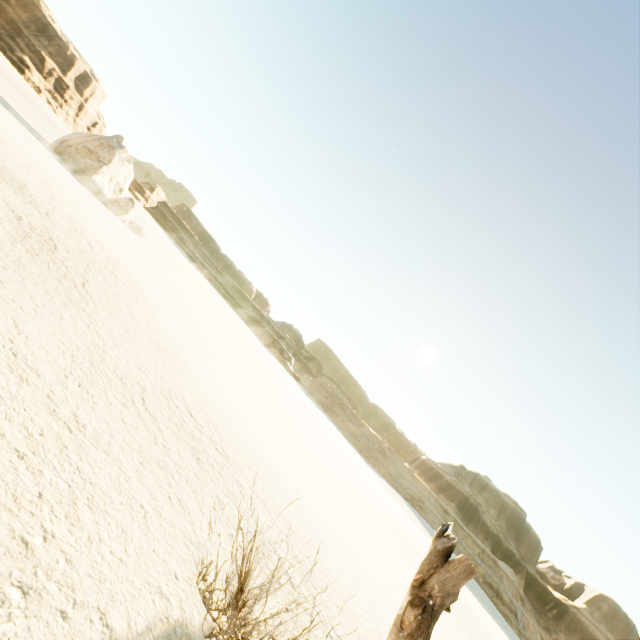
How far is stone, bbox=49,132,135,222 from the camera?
21.9 meters

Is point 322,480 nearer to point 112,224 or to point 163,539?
point 163,539

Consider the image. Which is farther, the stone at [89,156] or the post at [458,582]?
the stone at [89,156]

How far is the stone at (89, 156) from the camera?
21.9m

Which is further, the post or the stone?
the stone
